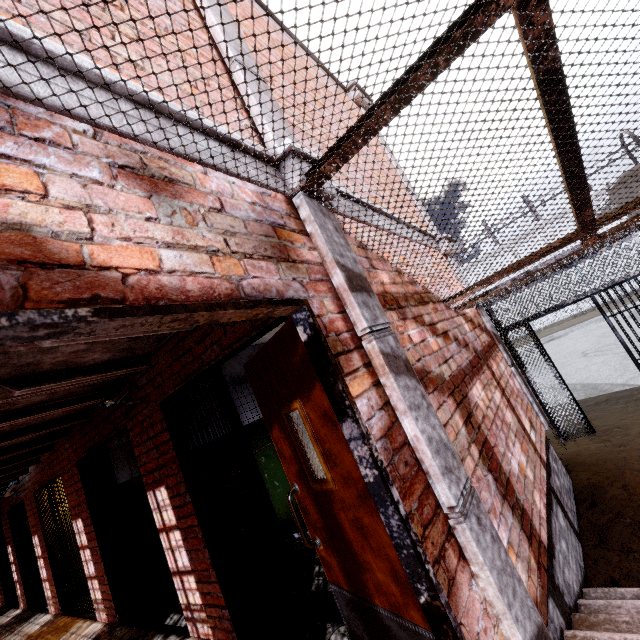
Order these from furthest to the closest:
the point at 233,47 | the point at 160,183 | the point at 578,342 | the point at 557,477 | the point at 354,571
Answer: the point at 578,342 < the point at 557,477 < the point at 233,47 < the point at 354,571 < the point at 160,183

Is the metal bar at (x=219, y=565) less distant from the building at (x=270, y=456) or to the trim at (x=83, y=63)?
the building at (x=270, y=456)

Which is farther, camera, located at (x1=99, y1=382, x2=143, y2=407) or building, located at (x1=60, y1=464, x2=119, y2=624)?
building, located at (x1=60, y1=464, x2=119, y2=624)

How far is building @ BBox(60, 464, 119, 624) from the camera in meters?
4.8

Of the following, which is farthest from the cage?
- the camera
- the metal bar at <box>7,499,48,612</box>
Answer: the metal bar at <box>7,499,48,612</box>

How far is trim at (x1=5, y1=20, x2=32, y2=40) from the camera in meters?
1.0

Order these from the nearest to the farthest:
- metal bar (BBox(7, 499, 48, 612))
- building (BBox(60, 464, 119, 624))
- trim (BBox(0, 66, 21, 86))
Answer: trim (BBox(0, 66, 21, 86)) → building (BBox(60, 464, 119, 624)) → metal bar (BBox(7, 499, 48, 612))

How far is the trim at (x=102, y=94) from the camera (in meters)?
1.18
